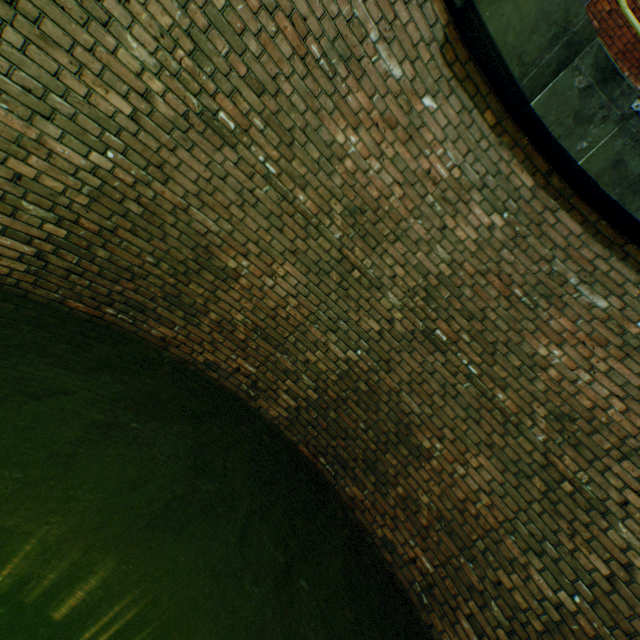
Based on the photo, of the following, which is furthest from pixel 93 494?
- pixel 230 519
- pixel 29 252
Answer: pixel 29 252
